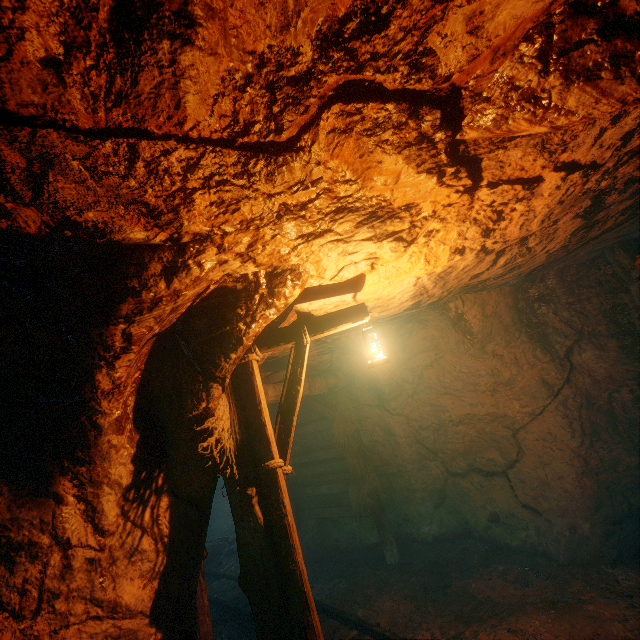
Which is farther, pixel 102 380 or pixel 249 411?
pixel 249 411

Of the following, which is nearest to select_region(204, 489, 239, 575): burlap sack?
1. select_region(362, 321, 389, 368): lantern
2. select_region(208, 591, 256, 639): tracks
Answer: select_region(208, 591, 256, 639): tracks

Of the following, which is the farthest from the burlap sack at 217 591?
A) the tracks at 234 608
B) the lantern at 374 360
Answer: the lantern at 374 360

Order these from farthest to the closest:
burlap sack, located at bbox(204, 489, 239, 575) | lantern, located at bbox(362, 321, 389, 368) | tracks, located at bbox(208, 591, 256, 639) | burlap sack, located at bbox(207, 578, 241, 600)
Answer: burlap sack, located at bbox(204, 489, 239, 575) < burlap sack, located at bbox(207, 578, 241, 600) < tracks, located at bbox(208, 591, 256, 639) < lantern, located at bbox(362, 321, 389, 368)

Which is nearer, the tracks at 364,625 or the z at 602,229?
the z at 602,229

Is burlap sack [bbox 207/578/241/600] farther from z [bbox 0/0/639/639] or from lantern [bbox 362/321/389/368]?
lantern [bbox 362/321/389/368]

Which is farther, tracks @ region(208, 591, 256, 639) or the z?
tracks @ region(208, 591, 256, 639)

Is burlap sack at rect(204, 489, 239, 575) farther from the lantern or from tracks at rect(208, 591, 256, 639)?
the lantern
